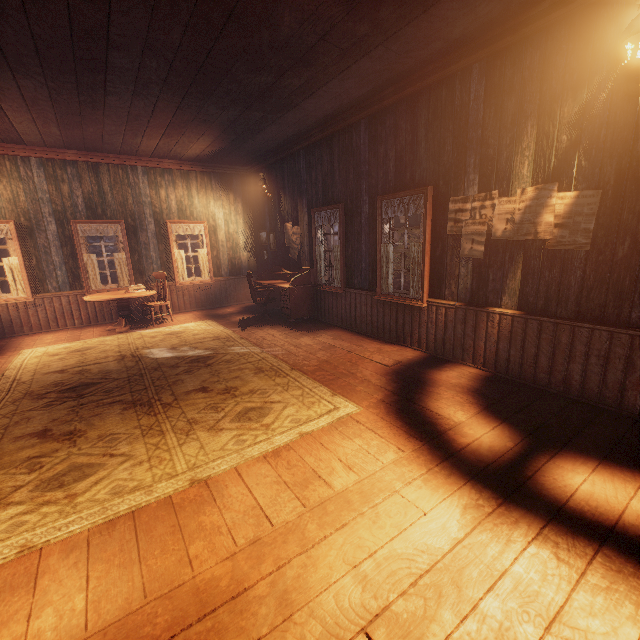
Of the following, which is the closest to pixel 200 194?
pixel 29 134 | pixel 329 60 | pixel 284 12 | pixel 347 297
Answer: pixel 29 134

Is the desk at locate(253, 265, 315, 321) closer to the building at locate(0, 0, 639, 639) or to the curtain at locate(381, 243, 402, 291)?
the building at locate(0, 0, 639, 639)

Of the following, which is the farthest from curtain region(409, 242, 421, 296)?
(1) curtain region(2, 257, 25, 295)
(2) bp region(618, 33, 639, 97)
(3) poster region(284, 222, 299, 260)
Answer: (1) curtain region(2, 257, 25, 295)

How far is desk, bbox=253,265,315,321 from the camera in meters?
7.1 m

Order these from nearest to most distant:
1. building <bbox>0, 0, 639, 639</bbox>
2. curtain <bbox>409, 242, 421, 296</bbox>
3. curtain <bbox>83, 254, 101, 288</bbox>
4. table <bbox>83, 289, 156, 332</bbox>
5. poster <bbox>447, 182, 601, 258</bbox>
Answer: building <bbox>0, 0, 639, 639</bbox> < poster <bbox>447, 182, 601, 258</bbox> < curtain <bbox>409, 242, 421, 296</bbox> < table <bbox>83, 289, 156, 332</bbox> < curtain <bbox>83, 254, 101, 288</bbox>

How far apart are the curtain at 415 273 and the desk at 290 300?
2.7 meters

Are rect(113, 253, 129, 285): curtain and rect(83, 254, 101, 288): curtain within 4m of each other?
yes

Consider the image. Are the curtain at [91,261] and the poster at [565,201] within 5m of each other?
no
